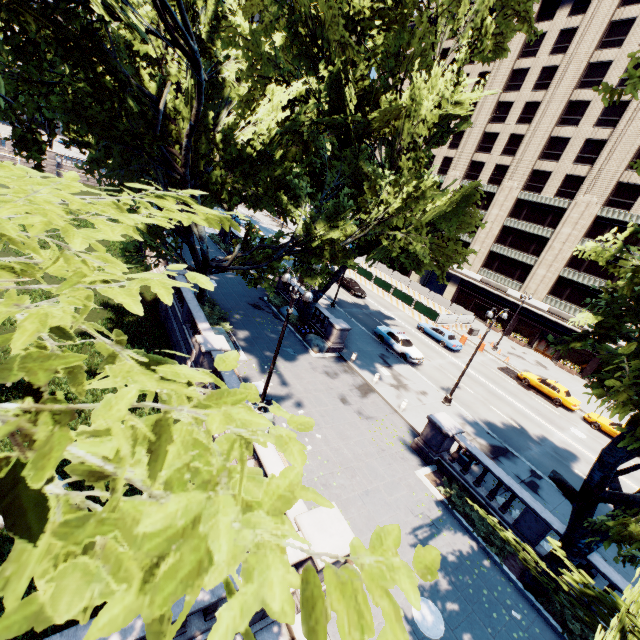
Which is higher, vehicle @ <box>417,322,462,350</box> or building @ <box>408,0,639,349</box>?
building @ <box>408,0,639,349</box>

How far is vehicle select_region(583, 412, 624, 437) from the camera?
25.92m

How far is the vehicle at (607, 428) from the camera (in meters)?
25.92

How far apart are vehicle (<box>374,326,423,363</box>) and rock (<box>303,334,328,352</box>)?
6.7 meters

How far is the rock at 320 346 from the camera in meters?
23.8 m

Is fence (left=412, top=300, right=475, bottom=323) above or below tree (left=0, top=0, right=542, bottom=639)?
below

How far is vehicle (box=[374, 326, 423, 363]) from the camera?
26.9 meters

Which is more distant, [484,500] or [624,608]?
[484,500]
